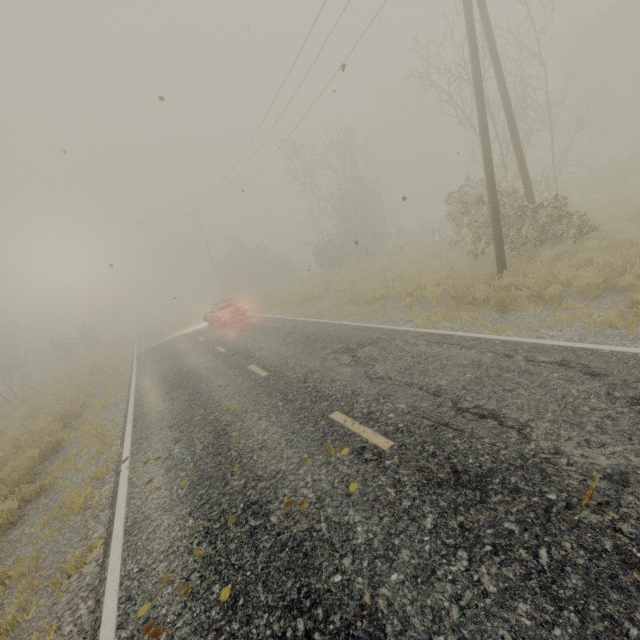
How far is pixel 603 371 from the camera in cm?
442

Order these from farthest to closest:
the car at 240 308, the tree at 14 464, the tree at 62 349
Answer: the tree at 62 349
the car at 240 308
the tree at 14 464

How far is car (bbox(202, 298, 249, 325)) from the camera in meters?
18.8 m

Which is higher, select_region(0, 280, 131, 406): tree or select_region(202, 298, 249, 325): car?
select_region(0, 280, 131, 406): tree

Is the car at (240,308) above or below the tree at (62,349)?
below

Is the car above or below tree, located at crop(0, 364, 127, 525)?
above

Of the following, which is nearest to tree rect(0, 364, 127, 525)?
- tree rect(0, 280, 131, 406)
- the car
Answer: the car

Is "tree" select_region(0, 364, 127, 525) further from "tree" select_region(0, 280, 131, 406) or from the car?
"tree" select_region(0, 280, 131, 406)
